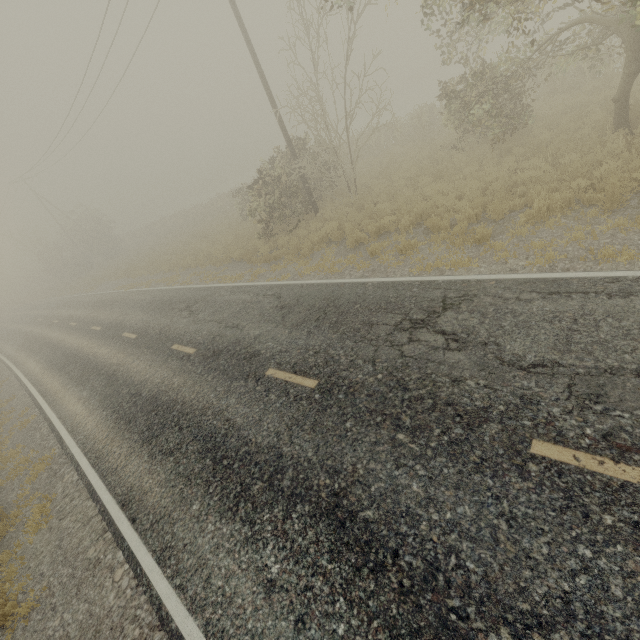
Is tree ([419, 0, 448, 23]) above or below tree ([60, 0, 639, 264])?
above

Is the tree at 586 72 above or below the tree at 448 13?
below

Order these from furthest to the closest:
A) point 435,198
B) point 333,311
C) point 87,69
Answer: point 87,69
point 435,198
point 333,311
